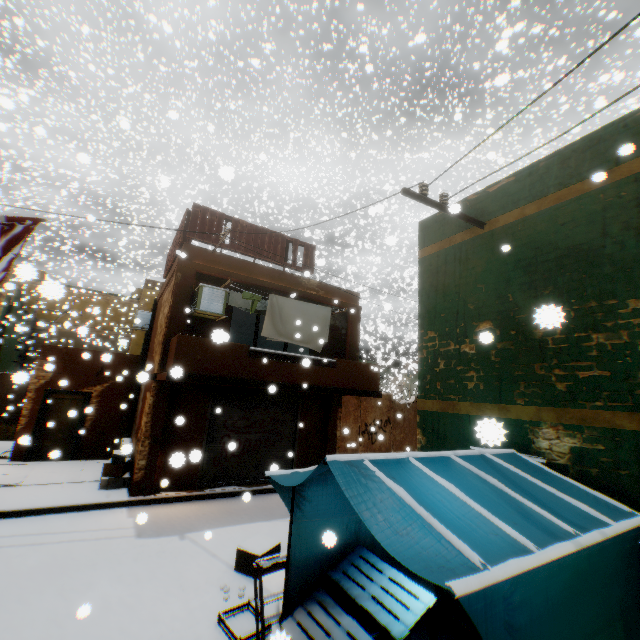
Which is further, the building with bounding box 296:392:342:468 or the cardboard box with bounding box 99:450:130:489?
the building with bounding box 296:392:342:468

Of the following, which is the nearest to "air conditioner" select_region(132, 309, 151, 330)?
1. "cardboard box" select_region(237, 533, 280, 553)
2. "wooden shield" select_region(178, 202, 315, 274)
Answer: "wooden shield" select_region(178, 202, 315, 274)

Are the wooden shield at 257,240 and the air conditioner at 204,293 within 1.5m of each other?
yes

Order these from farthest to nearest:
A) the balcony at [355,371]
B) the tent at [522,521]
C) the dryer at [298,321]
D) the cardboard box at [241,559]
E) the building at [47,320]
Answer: the building at [47,320]
the dryer at [298,321]
the balcony at [355,371]
the cardboard box at [241,559]
the tent at [522,521]

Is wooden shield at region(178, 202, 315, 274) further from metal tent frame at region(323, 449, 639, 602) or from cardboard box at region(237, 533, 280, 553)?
cardboard box at region(237, 533, 280, 553)

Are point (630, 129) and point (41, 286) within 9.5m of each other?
yes

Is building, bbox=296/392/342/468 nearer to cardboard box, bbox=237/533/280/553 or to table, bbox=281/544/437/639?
table, bbox=281/544/437/639

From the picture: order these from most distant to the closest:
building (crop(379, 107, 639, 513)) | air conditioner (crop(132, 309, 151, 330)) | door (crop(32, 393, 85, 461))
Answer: air conditioner (crop(132, 309, 151, 330))
door (crop(32, 393, 85, 461))
building (crop(379, 107, 639, 513))
